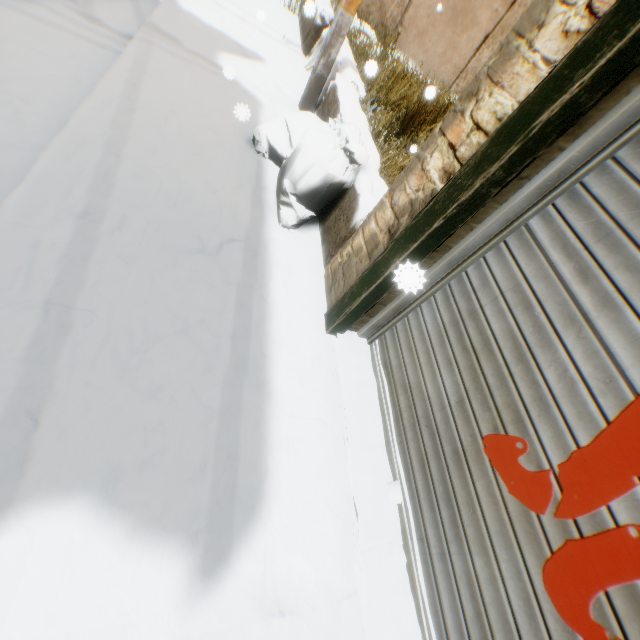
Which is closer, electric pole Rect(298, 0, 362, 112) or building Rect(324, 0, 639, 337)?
building Rect(324, 0, 639, 337)

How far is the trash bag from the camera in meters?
2.3 m

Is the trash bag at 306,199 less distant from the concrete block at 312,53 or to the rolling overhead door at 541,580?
the concrete block at 312,53

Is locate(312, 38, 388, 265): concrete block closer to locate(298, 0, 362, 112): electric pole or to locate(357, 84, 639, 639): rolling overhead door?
locate(298, 0, 362, 112): electric pole

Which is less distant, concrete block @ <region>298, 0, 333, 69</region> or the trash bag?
the trash bag

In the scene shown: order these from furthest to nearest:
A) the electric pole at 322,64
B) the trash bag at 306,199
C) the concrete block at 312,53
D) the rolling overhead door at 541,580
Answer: the concrete block at 312,53 < the electric pole at 322,64 < the trash bag at 306,199 < the rolling overhead door at 541,580

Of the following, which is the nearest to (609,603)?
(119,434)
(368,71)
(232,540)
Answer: (232,540)

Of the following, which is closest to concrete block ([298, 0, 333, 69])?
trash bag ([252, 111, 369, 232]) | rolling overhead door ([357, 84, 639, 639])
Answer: trash bag ([252, 111, 369, 232])
